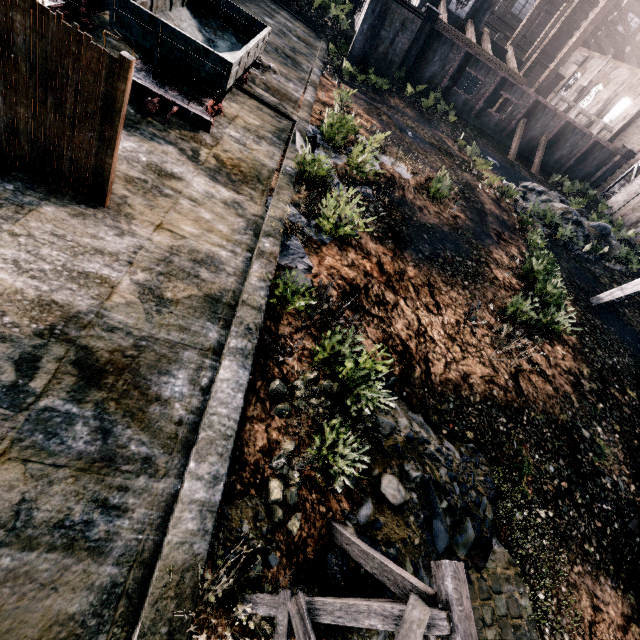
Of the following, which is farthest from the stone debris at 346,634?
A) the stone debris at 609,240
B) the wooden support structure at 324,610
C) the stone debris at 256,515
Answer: the stone debris at 609,240

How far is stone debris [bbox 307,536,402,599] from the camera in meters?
5.1

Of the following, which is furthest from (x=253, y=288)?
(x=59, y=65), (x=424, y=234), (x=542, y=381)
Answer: (x=542, y=381)

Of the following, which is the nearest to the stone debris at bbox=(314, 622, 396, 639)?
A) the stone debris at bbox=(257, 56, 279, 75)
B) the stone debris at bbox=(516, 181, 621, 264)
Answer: the stone debris at bbox=(257, 56, 279, 75)

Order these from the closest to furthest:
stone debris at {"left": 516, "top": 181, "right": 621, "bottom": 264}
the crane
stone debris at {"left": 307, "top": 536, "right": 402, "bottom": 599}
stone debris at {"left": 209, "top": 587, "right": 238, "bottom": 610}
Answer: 1. stone debris at {"left": 209, "top": 587, "right": 238, "bottom": 610}
2. stone debris at {"left": 307, "top": 536, "right": 402, "bottom": 599}
3. the crane
4. stone debris at {"left": 516, "top": 181, "right": 621, "bottom": 264}

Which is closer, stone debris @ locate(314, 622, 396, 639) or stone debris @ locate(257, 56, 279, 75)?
stone debris @ locate(314, 622, 396, 639)

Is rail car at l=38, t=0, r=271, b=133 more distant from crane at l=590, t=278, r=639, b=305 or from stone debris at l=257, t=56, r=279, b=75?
crane at l=590, t=278, r=639, b=305

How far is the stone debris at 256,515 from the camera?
4.8m
